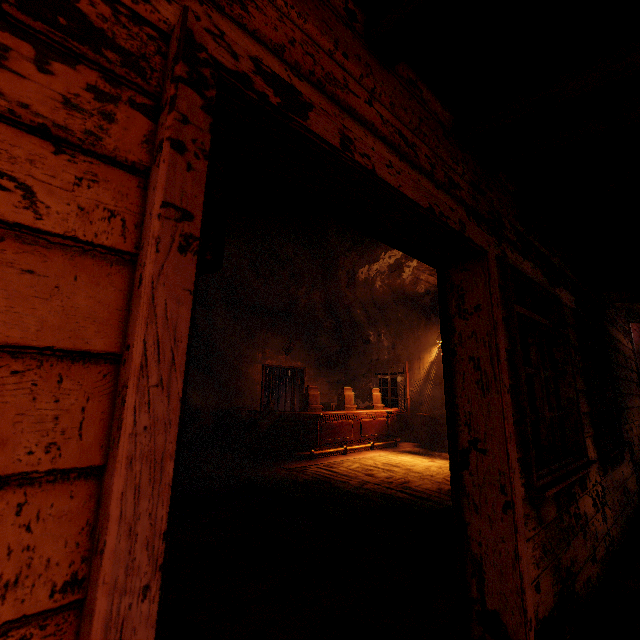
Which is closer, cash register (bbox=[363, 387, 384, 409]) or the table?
the table

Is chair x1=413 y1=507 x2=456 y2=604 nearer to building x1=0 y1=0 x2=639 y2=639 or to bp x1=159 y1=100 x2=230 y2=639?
building x1=0 y1=0 x2=639 y2=639

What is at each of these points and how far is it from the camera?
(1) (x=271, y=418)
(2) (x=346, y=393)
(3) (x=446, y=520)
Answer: (1) table, 7.18m
(2) cash register, 8.34m
(3) chair, 2.38m

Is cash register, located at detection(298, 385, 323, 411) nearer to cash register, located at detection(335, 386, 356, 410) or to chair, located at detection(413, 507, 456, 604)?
cash register, located at detection(335, 386, 356, 410)

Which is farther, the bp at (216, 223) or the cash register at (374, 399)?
the cash register at (374, 399)

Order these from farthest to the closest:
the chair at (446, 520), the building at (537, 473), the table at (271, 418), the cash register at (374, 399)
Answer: the cash register at (374, 399) → the table at (271, 418) → the chair at (446, 520) → the building at (537, 473)

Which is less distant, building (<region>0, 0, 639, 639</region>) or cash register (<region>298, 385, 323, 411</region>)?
building (<region>0, 0, 639, 639</region>)

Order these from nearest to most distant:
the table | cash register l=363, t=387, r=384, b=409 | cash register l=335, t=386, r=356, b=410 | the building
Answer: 1. the building
2. the table
3. cash register l=335, t=386, r=356, b=410
4. cash register l=363, t=387, r=384, b=409
